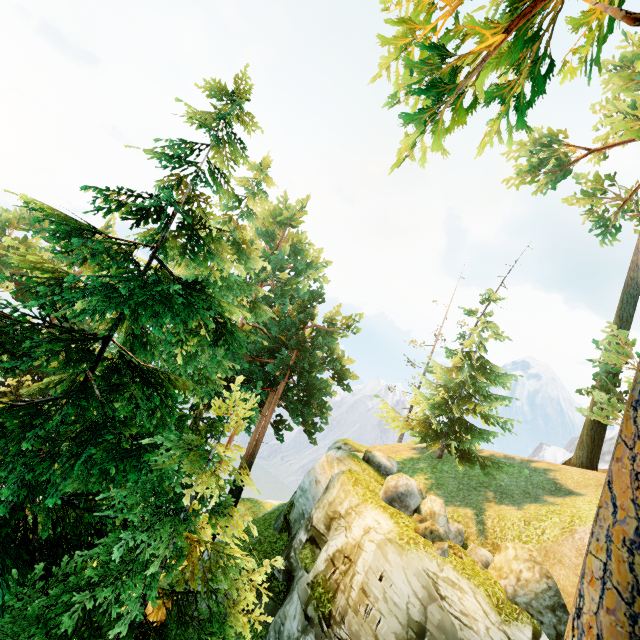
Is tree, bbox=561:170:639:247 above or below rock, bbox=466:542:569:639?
above

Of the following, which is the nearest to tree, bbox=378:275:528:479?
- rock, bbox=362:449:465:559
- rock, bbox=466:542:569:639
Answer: rock, bbox=362:449:465:559

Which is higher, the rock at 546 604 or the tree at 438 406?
the tree at 438 406

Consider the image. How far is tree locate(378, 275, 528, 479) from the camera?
17.5 meters

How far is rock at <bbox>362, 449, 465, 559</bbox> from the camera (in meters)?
11.09

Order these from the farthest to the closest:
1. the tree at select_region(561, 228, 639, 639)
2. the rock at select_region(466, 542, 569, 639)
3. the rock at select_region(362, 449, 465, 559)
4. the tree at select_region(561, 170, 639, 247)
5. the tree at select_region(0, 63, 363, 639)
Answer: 1. the tree at select_region(561, 170, 639, 247)
2. the rock at select_region(362, 449, 465, 559)
3. the rock at select_region(466, 542, 569, 639)
4. the tree at select_region(0, 63, 363, 639)
5. the tree at select_region(561, 228, 639, 639)

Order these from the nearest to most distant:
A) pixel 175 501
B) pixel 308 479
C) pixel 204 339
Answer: pixel 204 339 → pixel 175 501 → pixel 308 479

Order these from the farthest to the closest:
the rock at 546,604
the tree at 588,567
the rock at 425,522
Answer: the rock at 425,522 < the rock at 546,604 < the tree at 588,567
